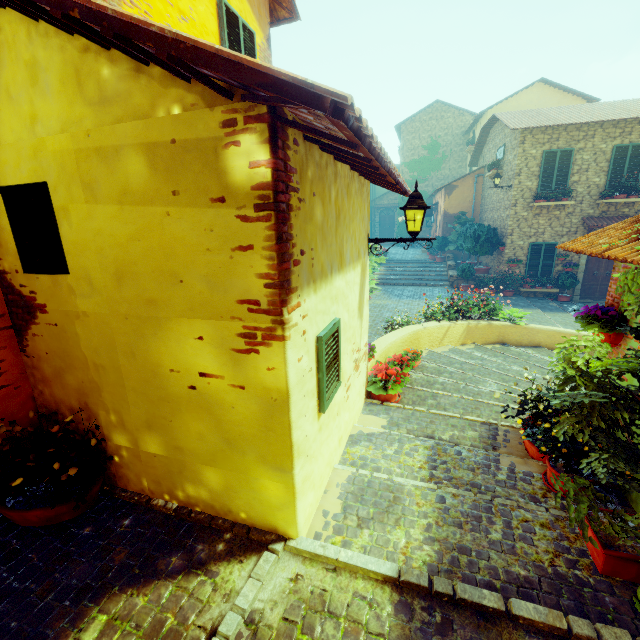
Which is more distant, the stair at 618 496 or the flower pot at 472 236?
the flower pot at 472 236

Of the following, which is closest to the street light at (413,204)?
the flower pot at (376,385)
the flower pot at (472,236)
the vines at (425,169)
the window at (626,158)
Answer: the flower pot at (376,385)

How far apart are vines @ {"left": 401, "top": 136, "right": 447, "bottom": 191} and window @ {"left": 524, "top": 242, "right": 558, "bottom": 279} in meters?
14.3 m

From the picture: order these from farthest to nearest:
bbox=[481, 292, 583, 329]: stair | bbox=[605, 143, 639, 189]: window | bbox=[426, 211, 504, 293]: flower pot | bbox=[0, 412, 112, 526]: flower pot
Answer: bbox=[426, 211, 504, 293]: flower pot < bbox=[605, 143, 639, 189]: window < bbox=[481, 292, 583, 329]: stair < bbox=[0, 412, 112, 526]: flower pot

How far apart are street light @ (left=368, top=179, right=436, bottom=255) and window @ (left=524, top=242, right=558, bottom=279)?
13.0m

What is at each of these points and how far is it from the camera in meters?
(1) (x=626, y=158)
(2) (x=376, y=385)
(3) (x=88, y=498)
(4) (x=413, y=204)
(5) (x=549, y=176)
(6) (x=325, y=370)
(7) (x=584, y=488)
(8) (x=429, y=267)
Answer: (1) window, 12.8 m
(2) flower pot, 5.1 m
(3) flower pot, 2.8 m
(4) street light, 4.1 m
(5) window, 13.6 m
(6) window, 2.7 m
(7) flower pot, 3.0 m
(8) stair, 19.8 m

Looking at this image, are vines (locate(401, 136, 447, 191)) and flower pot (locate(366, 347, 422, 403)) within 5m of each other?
no

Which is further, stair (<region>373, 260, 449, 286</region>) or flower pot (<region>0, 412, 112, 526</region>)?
stair (<region>373, 260, 449, 286</region>)
